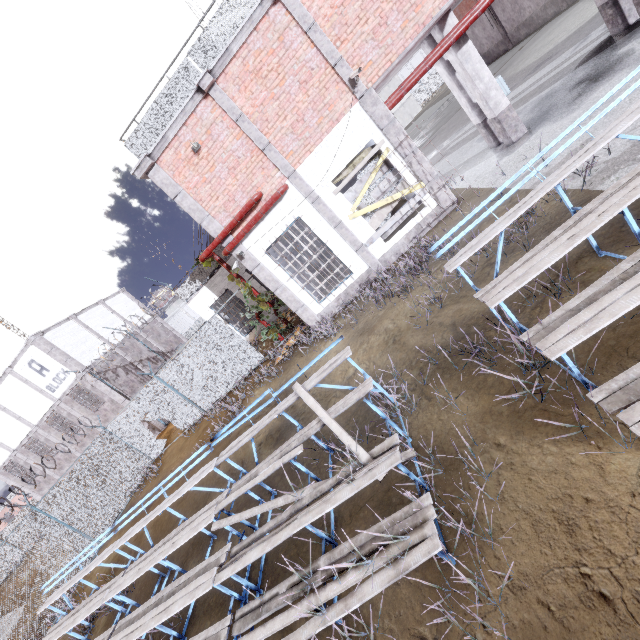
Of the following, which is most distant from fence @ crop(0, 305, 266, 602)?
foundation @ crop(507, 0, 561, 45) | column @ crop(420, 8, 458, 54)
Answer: foundation @ crop(507, 0, 561, 45)

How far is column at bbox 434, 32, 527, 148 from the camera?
8.99m

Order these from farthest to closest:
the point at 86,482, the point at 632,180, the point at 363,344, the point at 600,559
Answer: the point at 86,482, the point at 363,344, the point at 632,180, the point at 600,559

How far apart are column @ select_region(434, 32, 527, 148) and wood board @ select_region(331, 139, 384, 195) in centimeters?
305cm

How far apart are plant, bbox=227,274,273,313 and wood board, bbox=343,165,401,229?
3.9 meters

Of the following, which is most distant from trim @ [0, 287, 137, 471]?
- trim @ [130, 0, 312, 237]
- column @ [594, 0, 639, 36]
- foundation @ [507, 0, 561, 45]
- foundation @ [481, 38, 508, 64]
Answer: foundation @ [481, 38, 508, 64]

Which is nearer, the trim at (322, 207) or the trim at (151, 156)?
the trim at (151, 156)

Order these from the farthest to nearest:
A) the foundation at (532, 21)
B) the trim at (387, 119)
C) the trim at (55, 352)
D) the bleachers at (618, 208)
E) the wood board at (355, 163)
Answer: the foundation at (532, 21)
the trim at (55, 352)
the wood board at (355, 163)
the trim at (387, 119)
the bleachers at (618, 208)
